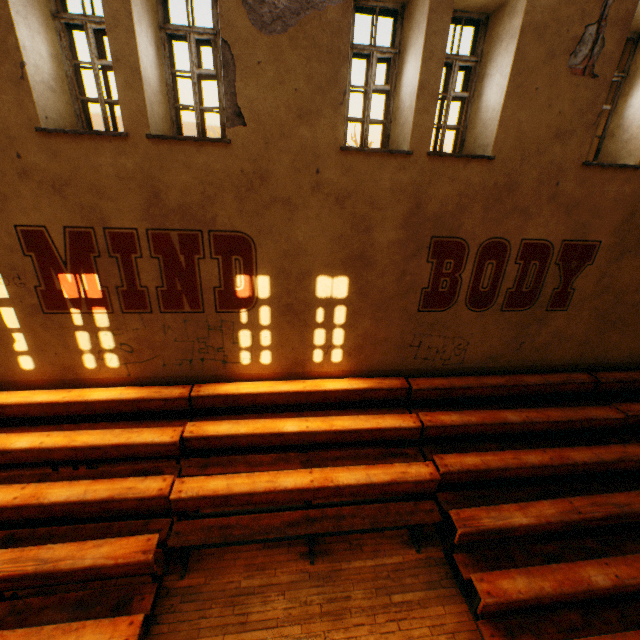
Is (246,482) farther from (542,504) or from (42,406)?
(542,504)
